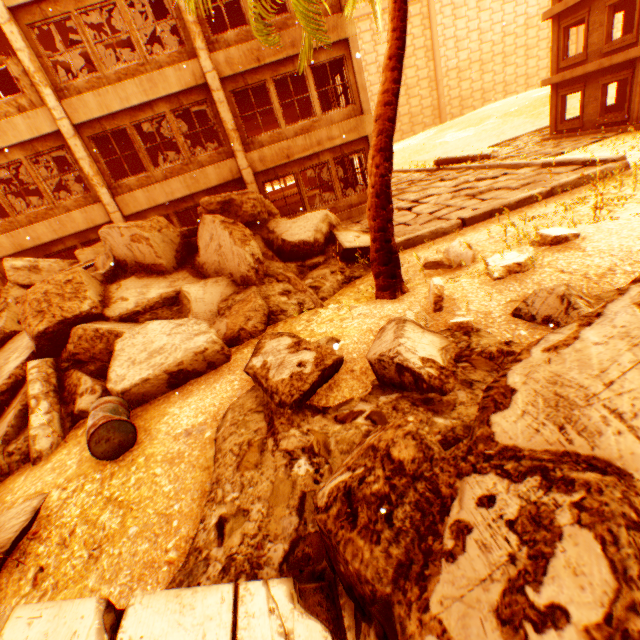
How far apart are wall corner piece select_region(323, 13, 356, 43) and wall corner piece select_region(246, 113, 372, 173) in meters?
2.2

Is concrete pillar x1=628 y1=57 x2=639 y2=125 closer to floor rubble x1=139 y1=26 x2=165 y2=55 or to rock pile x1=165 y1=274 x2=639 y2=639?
rock pile x1=165 y1=274 x2=639 y2=639

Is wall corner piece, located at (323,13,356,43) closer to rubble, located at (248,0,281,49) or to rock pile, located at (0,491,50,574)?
rubble, located at (248,0,281,49)

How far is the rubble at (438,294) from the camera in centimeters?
459cm

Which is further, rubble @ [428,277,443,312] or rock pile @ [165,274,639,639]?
rubble @ [428,277,443,312]

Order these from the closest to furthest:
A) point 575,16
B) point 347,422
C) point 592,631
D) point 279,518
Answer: point 592,631 < point 279,518 < point 347,422 < point 575,16

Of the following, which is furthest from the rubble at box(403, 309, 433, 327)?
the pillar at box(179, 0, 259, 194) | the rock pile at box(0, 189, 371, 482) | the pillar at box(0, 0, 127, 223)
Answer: the pillar at box(0, 0, 127, 223)

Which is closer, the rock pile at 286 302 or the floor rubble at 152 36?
the rock pile at 286 302
